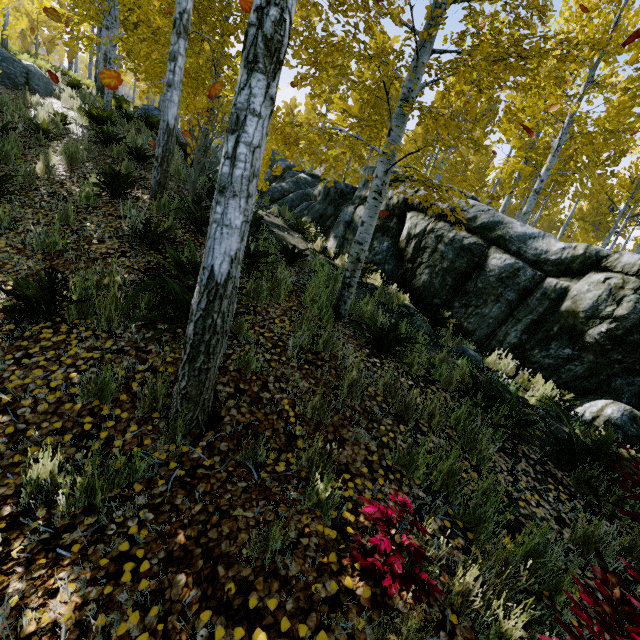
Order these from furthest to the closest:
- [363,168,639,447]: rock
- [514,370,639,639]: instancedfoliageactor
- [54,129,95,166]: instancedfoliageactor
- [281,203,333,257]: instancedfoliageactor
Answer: [281,203,333,257]: instancedfoliageactor, [54,129,95,166]: instancedfoliageactor, [363,168,639,447]: rock, [514,370,639,639]: instancedfoliageactor

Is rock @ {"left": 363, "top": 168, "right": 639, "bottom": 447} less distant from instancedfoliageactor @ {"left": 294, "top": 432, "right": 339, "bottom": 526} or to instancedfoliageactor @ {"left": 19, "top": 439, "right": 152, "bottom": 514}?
instancedfoliageactor @ {"left": 294, "top": 432, "right": 339, "bottom": 526}

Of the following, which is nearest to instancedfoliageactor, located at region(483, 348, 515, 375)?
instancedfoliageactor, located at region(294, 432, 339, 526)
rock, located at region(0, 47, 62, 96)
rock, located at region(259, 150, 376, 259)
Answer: rock, located at region(259, 150, 376, 259)

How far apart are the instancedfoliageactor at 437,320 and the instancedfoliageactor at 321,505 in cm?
439

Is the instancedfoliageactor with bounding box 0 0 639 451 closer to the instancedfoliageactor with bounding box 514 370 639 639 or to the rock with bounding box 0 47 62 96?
the instancedfoliageactor with bounding box 514 370 639 639

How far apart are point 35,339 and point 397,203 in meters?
7.9

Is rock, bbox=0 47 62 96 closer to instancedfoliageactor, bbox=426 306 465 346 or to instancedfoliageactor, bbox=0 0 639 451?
instancedfoliageactor, bbox=0 0 639 451

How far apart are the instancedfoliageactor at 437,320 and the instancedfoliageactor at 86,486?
5.4 meters
